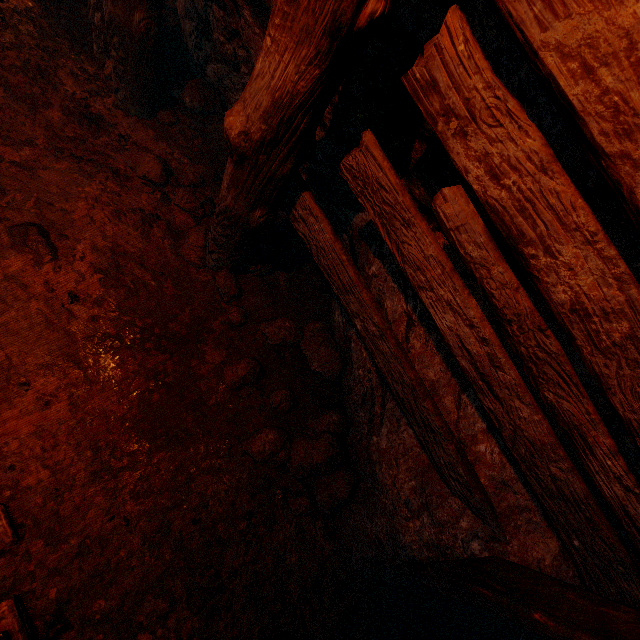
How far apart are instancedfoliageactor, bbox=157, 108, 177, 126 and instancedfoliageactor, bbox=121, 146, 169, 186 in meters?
0.4 m

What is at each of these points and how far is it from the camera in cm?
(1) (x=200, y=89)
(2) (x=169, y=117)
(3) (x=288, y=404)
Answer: (1) instancedfoliageactor, 291
(2) instancedfoliageactor, 282
(3) instancedfoliageactor, 241

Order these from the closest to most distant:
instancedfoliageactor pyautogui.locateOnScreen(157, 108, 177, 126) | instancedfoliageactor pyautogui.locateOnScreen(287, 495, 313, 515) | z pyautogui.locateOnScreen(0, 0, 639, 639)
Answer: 1. z pyautogui.locateOnScreen(0, 0, 639, 639)
2. instancedfoliageactor pyautogui.locateOnScreen(287, 495, 313, 515)
3. instancedfoliageactor pyautogui.locateOnScreen(157, 108, 177, 126)

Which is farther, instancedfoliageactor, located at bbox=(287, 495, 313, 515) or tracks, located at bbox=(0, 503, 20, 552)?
instancedfoliageactor, located at bbox=(287, 495, 313, 515)

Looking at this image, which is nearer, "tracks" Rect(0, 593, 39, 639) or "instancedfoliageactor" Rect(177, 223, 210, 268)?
"tracks" Rect(0, 593, 39, 639)

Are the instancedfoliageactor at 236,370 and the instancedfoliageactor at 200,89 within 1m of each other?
no

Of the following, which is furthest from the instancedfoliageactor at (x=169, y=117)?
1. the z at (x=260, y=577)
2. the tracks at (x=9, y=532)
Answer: the tracks at (x=9, y=532)

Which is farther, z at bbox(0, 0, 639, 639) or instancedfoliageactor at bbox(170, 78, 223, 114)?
instancedfoliageactor at bbox(170, 78, 223, 114)
